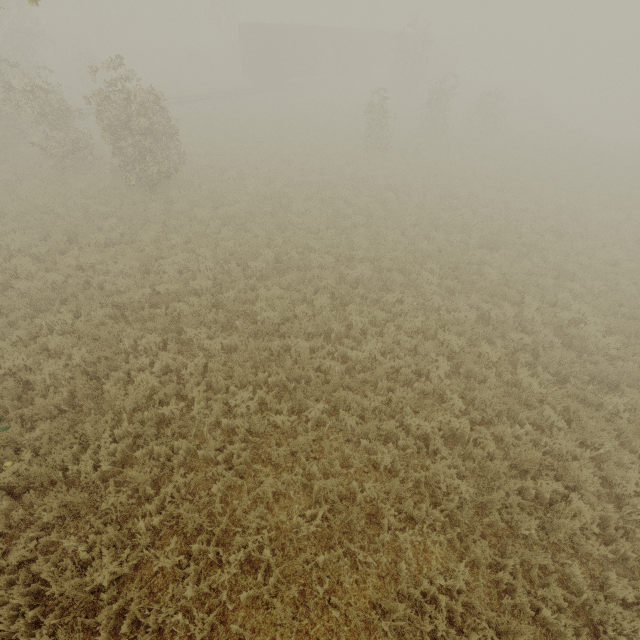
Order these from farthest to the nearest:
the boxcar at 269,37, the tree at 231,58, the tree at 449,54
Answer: the tree at 231,58, the boxcar at 269,37, the tree at 449,54

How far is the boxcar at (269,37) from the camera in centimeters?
2895cm

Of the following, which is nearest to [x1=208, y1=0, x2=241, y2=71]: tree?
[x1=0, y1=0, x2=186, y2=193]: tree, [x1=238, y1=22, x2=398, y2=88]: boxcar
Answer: [x1=0, y1=0, x2=186, y2=193]: tree

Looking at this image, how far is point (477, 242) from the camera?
12.8m

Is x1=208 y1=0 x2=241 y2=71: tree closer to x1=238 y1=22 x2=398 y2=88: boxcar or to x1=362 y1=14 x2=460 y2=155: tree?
x1=362 y1=14 x2=460 y2=155: tree

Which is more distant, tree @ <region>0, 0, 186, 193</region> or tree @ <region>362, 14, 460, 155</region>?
tree @ <region>362, 14, 460, 155</region>

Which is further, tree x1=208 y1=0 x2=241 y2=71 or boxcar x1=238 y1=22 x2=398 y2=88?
tree x1=208 y1=0 x2=241 y2=71
